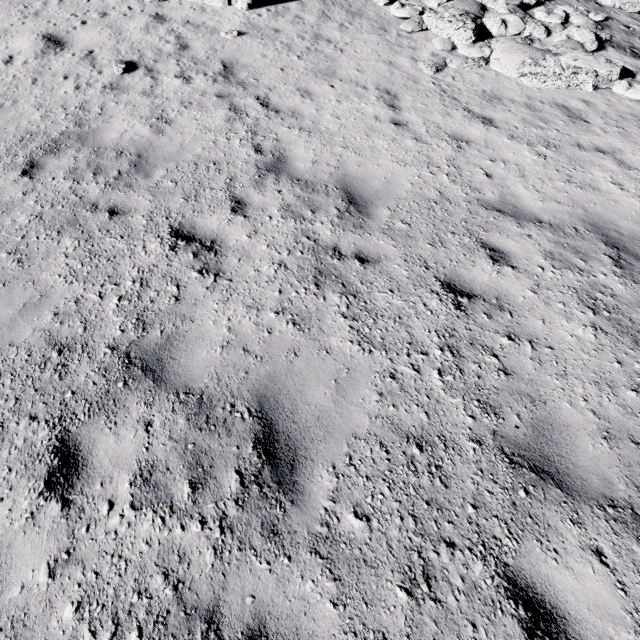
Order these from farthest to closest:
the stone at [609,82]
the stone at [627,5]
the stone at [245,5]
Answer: the stone at [627,5], the stone at [245,5], the stone at [609,82]

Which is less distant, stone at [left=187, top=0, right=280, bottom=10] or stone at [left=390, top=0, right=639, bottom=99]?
stone at [left=390, top=0, right=639, bottom=99]

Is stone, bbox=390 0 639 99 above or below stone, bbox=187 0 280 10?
below

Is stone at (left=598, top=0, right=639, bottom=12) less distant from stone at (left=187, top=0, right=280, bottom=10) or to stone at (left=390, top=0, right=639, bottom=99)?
stone at (left=390, top=0, right=639, bottom=99)

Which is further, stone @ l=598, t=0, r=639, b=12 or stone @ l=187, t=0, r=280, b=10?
stone @ l=598, t=0, r=639, b=12

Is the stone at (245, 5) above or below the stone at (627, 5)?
above

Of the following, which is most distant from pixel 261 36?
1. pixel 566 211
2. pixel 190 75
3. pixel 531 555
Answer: pixel 531 555

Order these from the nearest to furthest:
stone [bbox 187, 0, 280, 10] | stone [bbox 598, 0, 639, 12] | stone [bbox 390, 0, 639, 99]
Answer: stone [bbox 390, 0, 639, 99] < stone [bbox 187, 0, 280, 10] < stone [bbox 598, 0, 639, 12]
